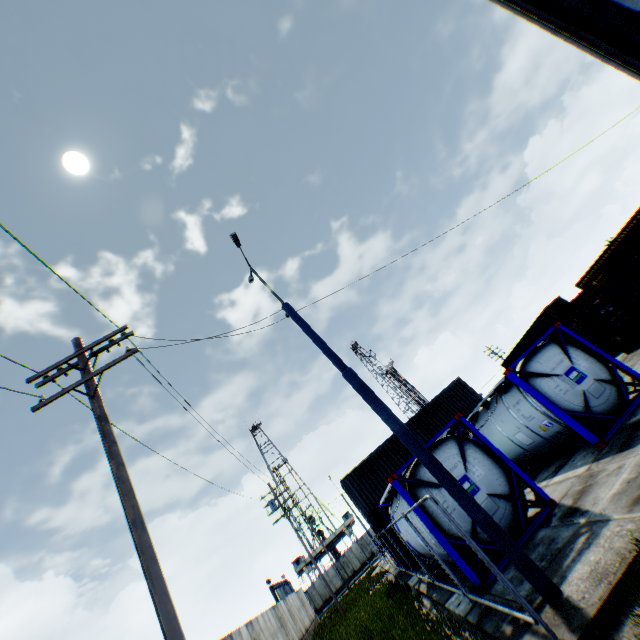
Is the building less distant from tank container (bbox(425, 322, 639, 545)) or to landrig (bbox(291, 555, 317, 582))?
tank container (bbox(425, 322, 639, 545))

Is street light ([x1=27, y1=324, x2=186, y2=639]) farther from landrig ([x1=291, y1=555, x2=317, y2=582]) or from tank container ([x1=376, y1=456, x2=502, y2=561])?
landrig ([x1=291, y1=555, x2=317, y2=582])

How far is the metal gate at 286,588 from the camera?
38.7m

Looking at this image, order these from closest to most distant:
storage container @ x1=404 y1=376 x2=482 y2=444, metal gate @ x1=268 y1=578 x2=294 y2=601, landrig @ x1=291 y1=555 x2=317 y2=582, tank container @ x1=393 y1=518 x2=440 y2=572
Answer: tank container @ x1=393 y1=518 x2=440 y2=572, storage container @ x1=404 y1=376 x2=482 y2=444, metal gate @ x1=268 y1=578 x2=294 y2=601, landrig @ x1=291 y1=555 x2=317 y2=582

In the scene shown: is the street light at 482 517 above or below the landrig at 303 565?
below

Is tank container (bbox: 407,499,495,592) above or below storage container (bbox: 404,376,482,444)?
below

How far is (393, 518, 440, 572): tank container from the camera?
10.55m

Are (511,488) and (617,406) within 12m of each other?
yes
